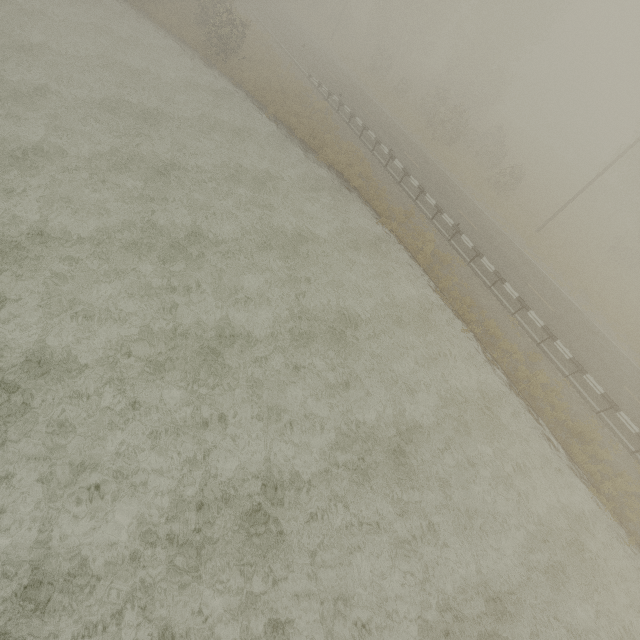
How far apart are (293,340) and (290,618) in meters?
8.0 m
